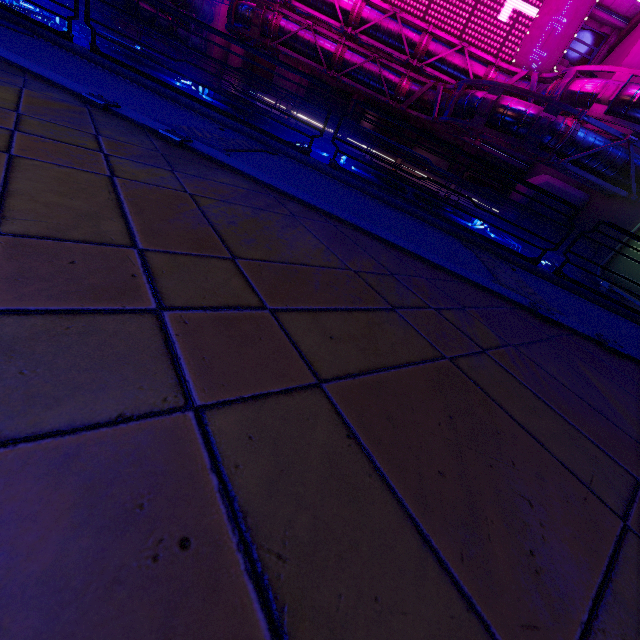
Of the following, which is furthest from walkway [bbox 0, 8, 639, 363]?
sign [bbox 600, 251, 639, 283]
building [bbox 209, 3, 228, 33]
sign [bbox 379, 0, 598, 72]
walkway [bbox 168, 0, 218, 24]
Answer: building [bbox 209, 3, 228, 33]

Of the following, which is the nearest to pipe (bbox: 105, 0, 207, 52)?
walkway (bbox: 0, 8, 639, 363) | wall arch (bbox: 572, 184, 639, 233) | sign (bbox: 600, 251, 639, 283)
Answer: wall arch (bbox: 572, 184, 639, 233)

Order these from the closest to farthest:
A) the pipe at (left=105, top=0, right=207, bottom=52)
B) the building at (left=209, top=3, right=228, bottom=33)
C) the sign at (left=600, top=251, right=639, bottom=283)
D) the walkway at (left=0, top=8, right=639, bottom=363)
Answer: the walkway at (left=0, top=8, right=639, bottom=363)
the sign at (left=600, top=251, right=639, bottom=283)
the pipe at (left=105, top=0, right=207, bottom=52)
the building at (left=209, top=3, right=228, bottom=33)

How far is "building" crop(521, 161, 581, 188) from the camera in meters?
21.8 m

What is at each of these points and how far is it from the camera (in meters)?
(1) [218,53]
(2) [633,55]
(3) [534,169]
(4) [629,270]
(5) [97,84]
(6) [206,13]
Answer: (1) building, 33.88
(2) building, 19.55
(3) building, 24.81
(4) sign, 14.16
(5) walkway, 4.70
(6) walkway, 30.47

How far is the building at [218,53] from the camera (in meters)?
32.75

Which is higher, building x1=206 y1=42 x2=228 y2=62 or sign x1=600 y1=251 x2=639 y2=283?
building x1=206 y1=42 x2=228 y2=62

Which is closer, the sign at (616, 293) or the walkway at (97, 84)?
the walkway at (97, 84)
